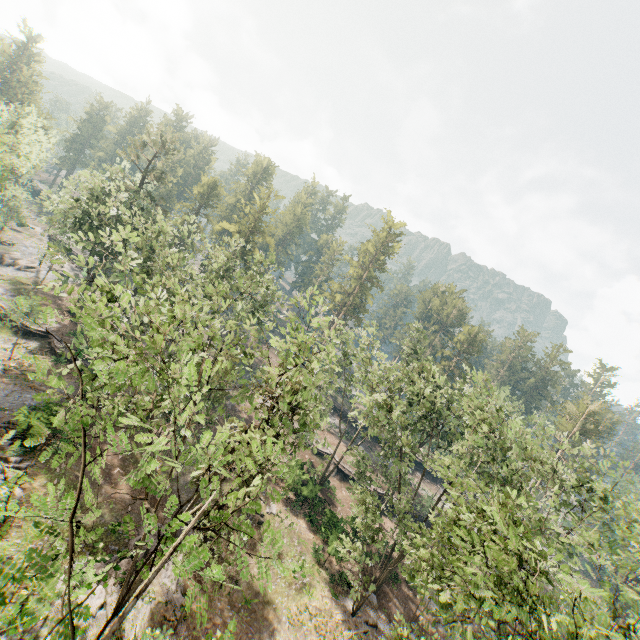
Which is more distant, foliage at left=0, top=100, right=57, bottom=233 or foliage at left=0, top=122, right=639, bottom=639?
foliage at left=0, top=100, right=57, bottom=233

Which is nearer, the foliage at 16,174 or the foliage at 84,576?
the foliage at 84,576

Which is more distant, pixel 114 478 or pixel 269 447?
pixel 114 478
